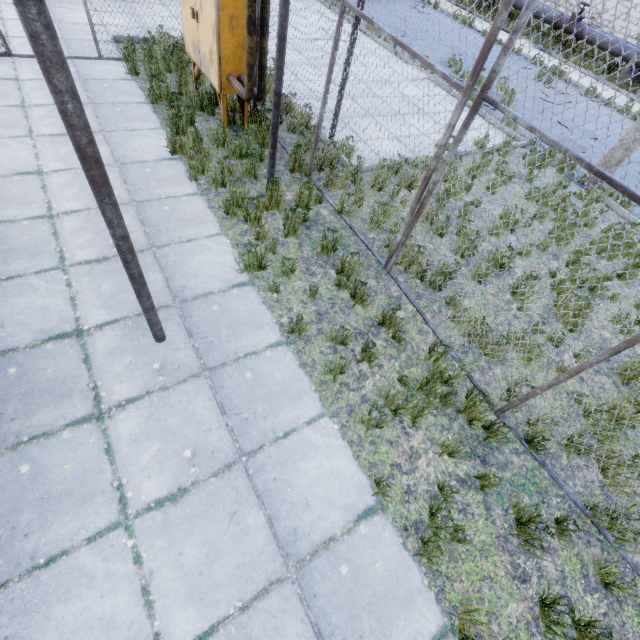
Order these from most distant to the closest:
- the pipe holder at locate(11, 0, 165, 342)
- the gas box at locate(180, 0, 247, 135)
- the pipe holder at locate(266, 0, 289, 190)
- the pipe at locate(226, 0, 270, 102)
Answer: the gas box at locate(180, 0, 247, 135) → the pipe at locate(226, 0, 270, 102) → the pipe holder at locate(266, 0, 289, 190) → the pipe holder at locate(11, 0, 165, 342)

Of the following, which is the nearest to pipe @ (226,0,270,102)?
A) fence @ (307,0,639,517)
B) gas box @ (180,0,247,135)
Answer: gas box @ (180,0,247,135)

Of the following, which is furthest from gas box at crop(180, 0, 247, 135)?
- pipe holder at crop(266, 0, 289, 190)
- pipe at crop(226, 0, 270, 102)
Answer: pipe holder at crop(266, 0, 289, 190)

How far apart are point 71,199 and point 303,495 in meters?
5.0

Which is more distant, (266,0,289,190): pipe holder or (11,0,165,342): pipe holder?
(266,0,289,190): pipe holder

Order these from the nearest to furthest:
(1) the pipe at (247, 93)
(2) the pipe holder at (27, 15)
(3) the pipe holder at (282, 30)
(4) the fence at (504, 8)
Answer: (2) the pipe holder at (27, 15) → (4) the fence at (504, 8) → (3) the pipe holder at (282, 30) → (1) the pipe at (247, 93)

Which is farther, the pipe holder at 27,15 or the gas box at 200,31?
the gas box at 200,31

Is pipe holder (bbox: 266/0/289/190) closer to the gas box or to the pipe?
the pipe
